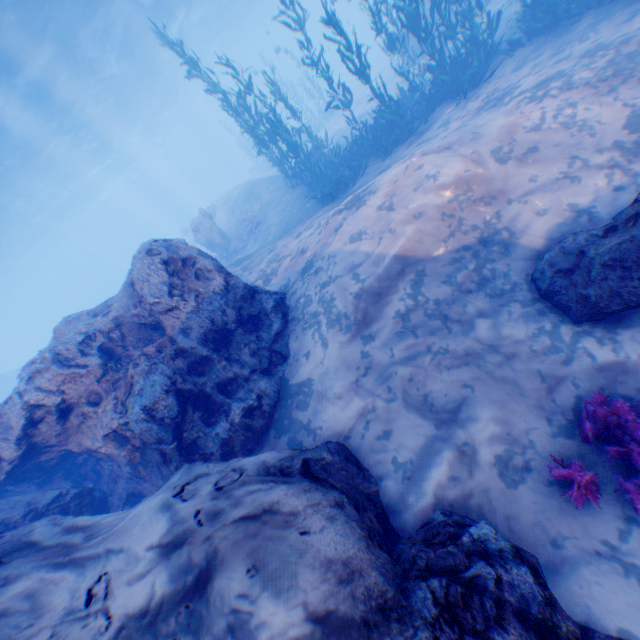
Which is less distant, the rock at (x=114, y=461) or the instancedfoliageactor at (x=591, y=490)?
the rock at (x=114, y=461)

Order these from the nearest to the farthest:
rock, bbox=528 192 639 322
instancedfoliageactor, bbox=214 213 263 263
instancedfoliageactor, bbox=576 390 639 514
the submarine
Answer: instancedfoliageactor, bbox=576 390 639 514 < rock, bbox=528 192 639 322 < instancedfoliageactor, bbox=214 213 263 263 < the submarine

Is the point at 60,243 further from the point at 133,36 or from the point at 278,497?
the point at 278,497

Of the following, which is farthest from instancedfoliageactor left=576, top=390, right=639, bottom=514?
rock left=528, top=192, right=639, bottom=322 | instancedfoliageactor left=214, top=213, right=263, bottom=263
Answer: instancedfoliageactor left=214, top=213, right=263, bottom=263

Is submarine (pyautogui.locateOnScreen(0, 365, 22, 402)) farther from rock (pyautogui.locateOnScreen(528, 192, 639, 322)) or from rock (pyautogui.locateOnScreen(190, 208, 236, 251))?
rock (pyautogui.locateOnScreen(528, 192, 639, 322))

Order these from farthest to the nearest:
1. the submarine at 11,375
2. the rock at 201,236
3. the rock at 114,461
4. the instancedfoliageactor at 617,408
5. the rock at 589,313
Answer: the submarine at 11,375
the rock at 201,236
the rock at 589,313
the instancedfoliageactor at 617,408
the rock at 114,461

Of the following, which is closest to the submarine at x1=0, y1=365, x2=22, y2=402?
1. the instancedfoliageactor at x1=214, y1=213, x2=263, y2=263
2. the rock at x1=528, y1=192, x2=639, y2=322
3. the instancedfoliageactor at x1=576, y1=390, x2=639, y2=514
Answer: the instancedfoliageactor at x1=214, y1=213, x2=263, y2=263

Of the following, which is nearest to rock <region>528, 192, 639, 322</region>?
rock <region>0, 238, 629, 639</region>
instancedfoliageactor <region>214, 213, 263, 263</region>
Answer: rock <region>0, 238, 629, 639</region>
